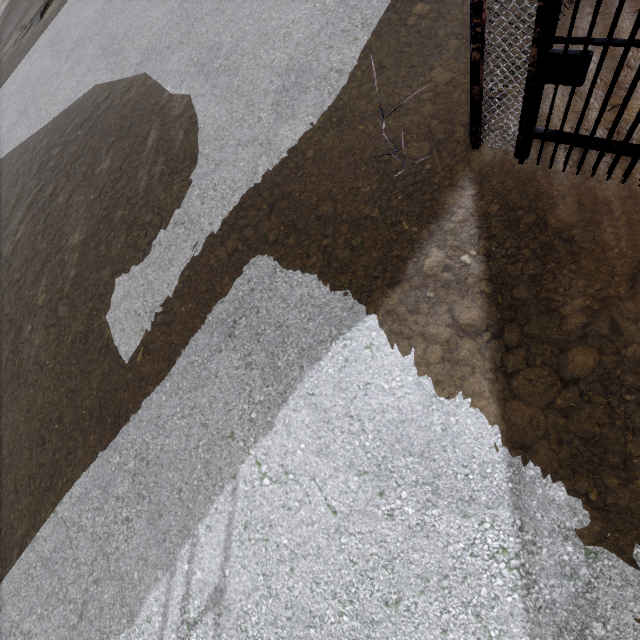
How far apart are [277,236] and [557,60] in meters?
2.7
